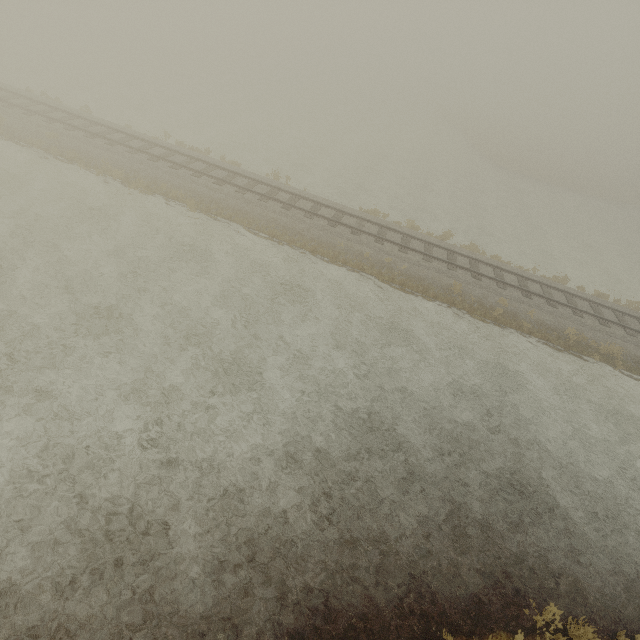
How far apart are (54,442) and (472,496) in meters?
11.8
